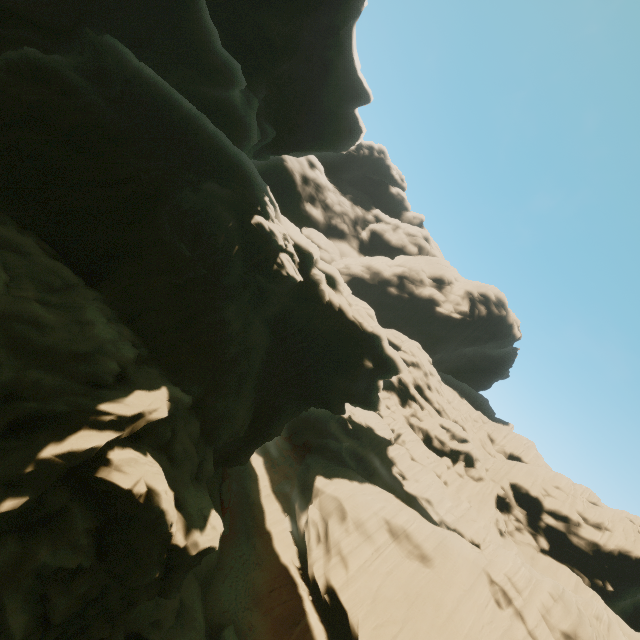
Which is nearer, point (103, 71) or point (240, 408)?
point (103, 71)

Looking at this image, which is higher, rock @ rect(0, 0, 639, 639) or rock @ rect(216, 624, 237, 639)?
rock @ rect(0, 0, 639, 639)

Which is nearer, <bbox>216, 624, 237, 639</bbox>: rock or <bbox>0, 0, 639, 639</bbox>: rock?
<bbox>0, 0, 639, 639</bbox>: rock

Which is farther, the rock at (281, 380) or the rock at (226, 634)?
the rock at (226, 634)

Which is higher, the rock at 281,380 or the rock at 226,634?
the rock at 281,380
